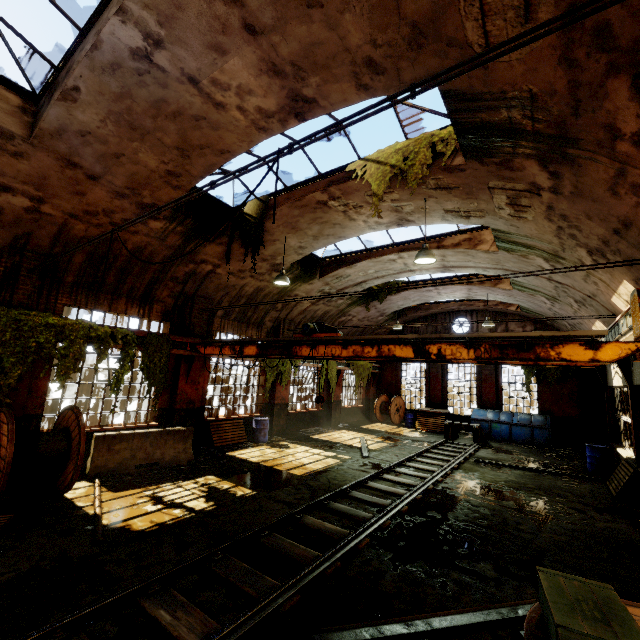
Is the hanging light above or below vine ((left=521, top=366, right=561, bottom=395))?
above

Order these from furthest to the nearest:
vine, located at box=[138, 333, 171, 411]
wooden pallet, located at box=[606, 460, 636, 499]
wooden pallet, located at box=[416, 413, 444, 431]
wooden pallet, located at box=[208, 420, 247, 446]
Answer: wooden pallet, located at box=[416, 413, 444, 431] → wooden pallet, located at box=[208, 420, 247, 446] → vine, located at box=[138, 333, 171, 411] → wooden pallet, located at box=[606, 460, 636, 499]

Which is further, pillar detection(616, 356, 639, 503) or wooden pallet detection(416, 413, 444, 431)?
wooden pallet detection(416, 413, 444, 431)

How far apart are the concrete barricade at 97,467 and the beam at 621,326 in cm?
1125

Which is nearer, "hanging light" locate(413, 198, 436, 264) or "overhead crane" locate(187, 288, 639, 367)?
"overhead crane" locate(187, 288, 639, 367)

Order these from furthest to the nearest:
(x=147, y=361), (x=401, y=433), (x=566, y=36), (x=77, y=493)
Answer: (x=401, y=433) < (x=147, y=361) < (x=77, y=493) < (x=566, y=36)

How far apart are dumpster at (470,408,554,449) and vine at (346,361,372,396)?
6.5m

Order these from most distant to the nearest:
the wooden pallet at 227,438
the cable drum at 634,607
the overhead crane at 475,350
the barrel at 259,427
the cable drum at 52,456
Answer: the barrel at 259,427, the wooden pallet at 227,438, the cable drum at 52,456, the overhead crane at 475,350, the cable drum at 634,607
